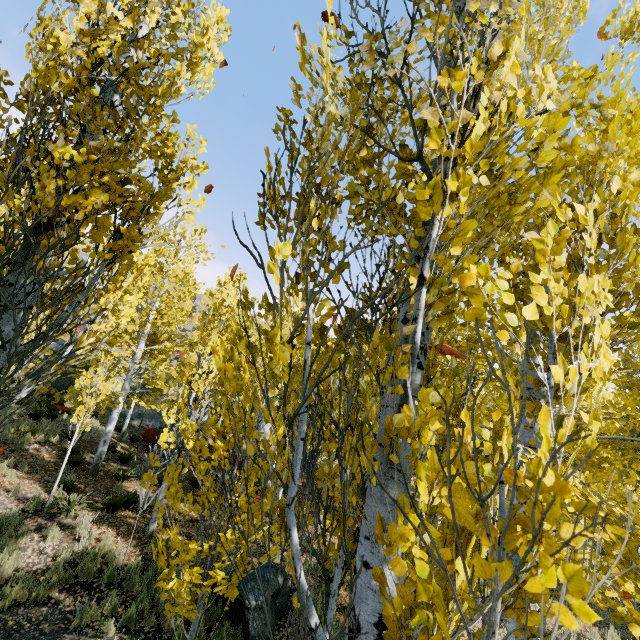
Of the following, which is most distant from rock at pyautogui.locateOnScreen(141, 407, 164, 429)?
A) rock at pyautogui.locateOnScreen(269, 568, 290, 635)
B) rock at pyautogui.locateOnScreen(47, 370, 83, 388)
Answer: rock at pyautogui.locateOnScreen(269, 568, 290, 635)

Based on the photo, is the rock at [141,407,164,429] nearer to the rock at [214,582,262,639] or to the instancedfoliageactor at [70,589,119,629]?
the instancedfoliageactor at [70,589,119,629]

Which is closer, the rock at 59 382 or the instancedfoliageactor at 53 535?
the instancedfoliageactor at 53 535

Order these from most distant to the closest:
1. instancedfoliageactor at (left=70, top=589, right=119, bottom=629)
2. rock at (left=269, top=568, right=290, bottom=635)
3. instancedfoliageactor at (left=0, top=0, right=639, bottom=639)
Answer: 1. rock at (left=269, top=568, right=290, bottom=635)
2. instancedfoliageactor at (left=70, top=589, right=119, bottom=629)
3. instancedfoliageactor at (left=0, top=0, right=639, bottom=639)

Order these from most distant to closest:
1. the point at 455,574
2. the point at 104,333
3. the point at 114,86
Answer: the point at 104,333 → the point at 114,86 → the point at 455,574

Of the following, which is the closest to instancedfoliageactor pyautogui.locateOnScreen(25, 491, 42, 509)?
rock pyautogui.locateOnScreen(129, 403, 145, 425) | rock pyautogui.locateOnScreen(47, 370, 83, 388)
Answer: rock pyautogui.locateOnScreen(47, 370, 83, 388)

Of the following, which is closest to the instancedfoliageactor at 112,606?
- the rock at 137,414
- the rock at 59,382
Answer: the rock at 59,382
